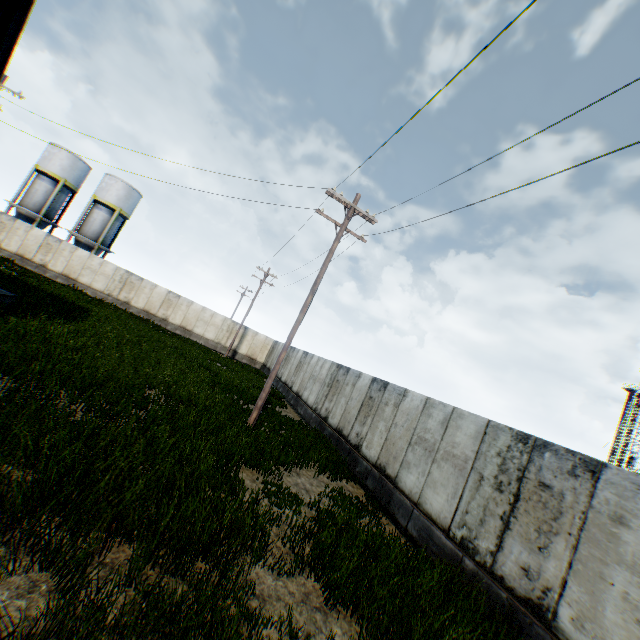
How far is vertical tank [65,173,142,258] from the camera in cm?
3509

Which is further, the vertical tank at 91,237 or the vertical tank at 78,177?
the vertical tank at 91,237

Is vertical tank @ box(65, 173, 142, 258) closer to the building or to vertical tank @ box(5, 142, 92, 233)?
vertical tank @ box(5, 142, 92, 233)

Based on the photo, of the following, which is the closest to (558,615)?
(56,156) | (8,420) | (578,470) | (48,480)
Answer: (578,470)

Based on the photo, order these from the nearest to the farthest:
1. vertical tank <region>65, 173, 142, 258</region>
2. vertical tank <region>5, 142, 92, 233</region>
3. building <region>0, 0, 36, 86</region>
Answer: building <region>0, 0, 36, 86</region>
vertical tank <region>5, 142, 92, 233</region>
vertical tank <region>65, 173, 142, 258</region>

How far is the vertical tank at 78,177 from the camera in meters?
33.4 m

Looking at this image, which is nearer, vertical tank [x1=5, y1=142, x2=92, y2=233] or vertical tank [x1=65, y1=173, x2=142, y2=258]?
vertical tank [x1=5, y1=142, x2=92, y2=233]
